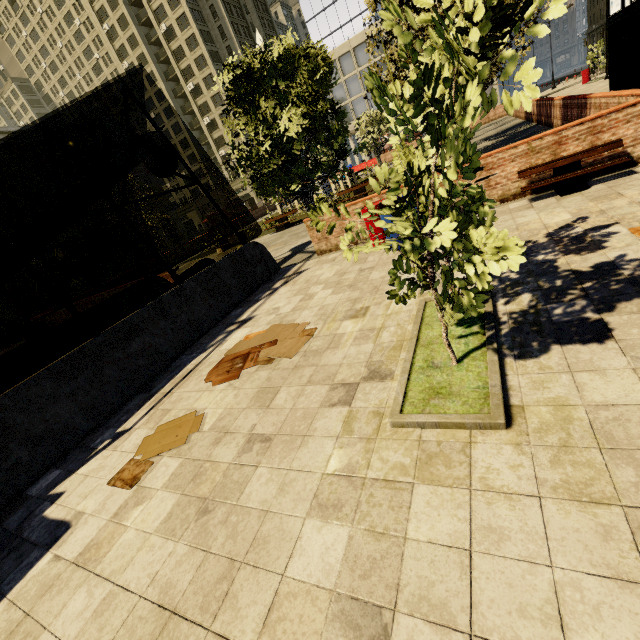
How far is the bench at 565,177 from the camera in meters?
6.4

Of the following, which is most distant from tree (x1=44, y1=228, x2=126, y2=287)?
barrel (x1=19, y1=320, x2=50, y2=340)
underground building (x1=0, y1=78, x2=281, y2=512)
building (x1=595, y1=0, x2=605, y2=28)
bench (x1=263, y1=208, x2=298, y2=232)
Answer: building (x1=595, y1=0, x2=605, y2=28)

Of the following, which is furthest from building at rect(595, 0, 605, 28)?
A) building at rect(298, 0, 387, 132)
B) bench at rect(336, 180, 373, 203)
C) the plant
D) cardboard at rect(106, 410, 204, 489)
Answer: cardboard at rect(106, 410, 204, 489)

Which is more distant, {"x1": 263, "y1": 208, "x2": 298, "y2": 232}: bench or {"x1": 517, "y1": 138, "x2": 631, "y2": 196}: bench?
{"x1": 263, "y1": 208, "x2": 298, "y2": 232}: bench

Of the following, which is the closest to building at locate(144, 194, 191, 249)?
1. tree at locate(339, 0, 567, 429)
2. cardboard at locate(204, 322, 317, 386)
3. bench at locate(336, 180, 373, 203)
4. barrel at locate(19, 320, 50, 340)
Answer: tree at locate(339, 0, 567, 429)

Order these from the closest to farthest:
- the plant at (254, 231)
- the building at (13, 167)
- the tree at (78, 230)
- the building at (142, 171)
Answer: the tree at (78, 230), the plant at (254, 231), the building at (13, 167), the building at (142, 171)

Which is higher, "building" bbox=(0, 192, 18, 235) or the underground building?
"building" bbox=(0, 192, 18, 235)

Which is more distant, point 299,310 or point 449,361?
point 299,310
